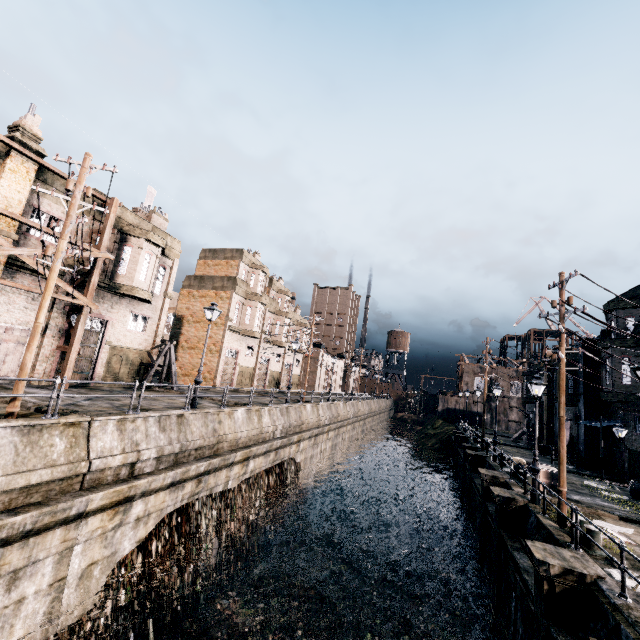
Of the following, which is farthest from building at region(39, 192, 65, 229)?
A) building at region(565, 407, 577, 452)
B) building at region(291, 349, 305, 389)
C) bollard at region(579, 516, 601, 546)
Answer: building at region(565, 407, 577, 452)

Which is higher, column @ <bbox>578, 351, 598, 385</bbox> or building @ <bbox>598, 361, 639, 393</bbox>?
column @ <bbox>578, 351, 598, 385</bbox>

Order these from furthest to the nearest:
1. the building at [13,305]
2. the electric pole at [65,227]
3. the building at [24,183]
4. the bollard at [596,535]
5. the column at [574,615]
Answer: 1. the building at [13,305]
2. the building at [24,183]
3. the bollard at [596,535]
4. the electric pole at [65,227]
5. the column at [574,615]

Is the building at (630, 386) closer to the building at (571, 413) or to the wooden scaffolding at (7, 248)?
the building at (571, 413)

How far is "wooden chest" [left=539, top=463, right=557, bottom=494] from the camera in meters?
18.0

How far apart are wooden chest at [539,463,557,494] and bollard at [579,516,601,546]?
6.9m

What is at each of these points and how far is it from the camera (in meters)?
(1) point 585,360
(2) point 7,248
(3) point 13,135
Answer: (1) column, 29.38
(2) wooden scaffolding, 15.01
(3) building, 16.25
